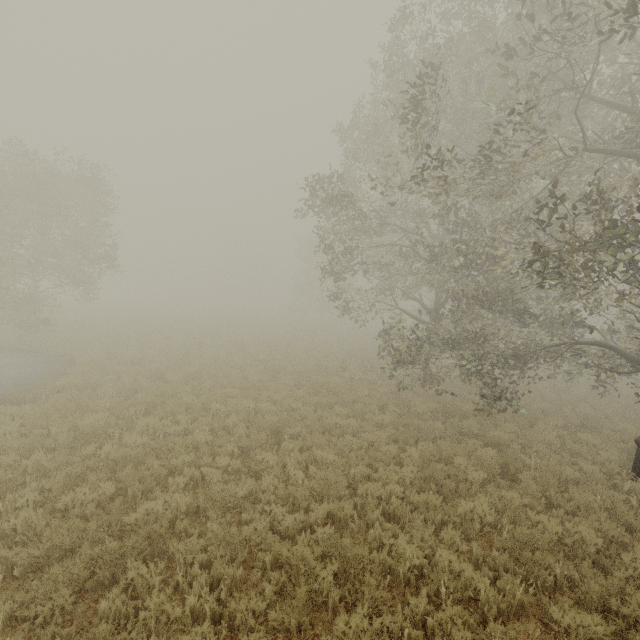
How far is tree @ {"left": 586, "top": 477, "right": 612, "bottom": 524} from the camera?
7.0 meters

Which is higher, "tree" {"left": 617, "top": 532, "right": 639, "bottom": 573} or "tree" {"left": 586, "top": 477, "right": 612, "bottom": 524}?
"tree" {"left": 586, "top": 477, "right": 612, "bottom": 524}

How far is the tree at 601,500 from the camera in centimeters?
698cm

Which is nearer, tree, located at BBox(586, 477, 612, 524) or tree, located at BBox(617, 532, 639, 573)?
tree, located at BBox(617, 532, 639, 573)

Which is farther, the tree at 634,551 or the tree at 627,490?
the tree at 627,490

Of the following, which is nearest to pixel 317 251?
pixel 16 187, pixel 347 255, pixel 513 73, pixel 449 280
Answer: pixel 347 255
